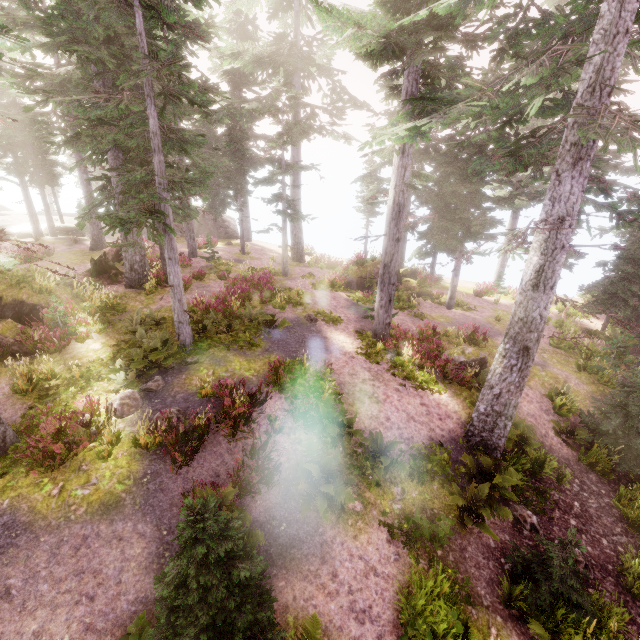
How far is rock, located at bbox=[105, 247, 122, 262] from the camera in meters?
20.2 m

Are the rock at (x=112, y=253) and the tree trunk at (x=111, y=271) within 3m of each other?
yes

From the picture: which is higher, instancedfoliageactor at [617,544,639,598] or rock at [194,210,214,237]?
rock at [194,210,214,237]

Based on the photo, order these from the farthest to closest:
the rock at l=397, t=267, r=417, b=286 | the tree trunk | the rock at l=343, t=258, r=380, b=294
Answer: the rock at l=397, t=267, r=417, b=286
the rock at l=343, t=258, r=380, b=294
the tree trunk

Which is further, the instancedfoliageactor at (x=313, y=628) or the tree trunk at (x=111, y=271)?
Answer: the tree trunk at (x=111, y=271)

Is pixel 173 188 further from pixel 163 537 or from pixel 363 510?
pixel 363 510

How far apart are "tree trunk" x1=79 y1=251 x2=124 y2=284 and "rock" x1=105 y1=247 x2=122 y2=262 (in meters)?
1.65

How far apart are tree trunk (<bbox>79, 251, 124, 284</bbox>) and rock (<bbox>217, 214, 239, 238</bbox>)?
17.56m
